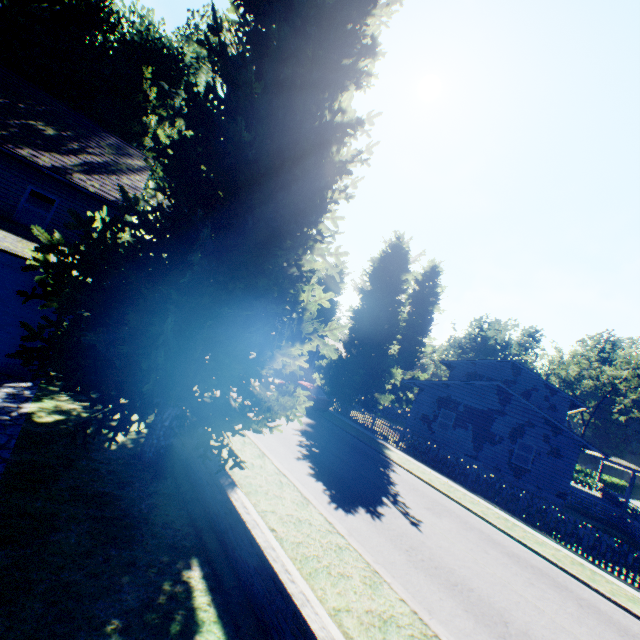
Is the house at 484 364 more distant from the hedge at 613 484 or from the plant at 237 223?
the hedge at 613 484

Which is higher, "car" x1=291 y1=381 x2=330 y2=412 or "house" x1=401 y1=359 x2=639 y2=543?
"house" x1=401 y1=359 x2=639 y2=543

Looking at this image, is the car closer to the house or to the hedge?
the house

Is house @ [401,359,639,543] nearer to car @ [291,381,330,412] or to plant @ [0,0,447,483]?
plant @ [0,0,447,483]

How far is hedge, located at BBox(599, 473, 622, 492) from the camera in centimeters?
4958cm

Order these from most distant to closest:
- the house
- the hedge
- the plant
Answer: the hedge, the house, the plant

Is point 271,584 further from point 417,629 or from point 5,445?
A: point 5,445

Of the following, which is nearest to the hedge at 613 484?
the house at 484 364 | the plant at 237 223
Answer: the house at 484 364
